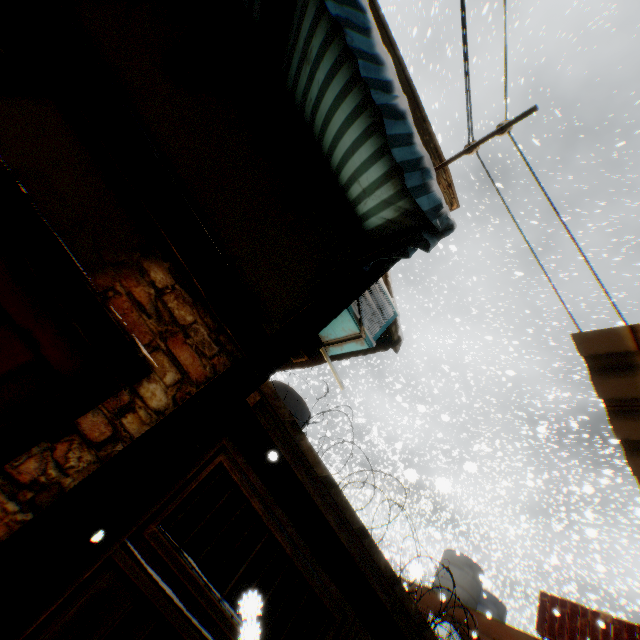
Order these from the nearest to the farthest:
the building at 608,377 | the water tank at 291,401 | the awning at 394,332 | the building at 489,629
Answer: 1. the building at 608,377
2. the awning at 394,332
3. the water tank at 291,401
4. the building at 489,629

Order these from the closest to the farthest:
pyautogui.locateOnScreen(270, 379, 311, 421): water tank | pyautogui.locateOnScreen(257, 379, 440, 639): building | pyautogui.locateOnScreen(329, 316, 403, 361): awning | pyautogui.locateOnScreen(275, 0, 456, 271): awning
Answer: pyautogui.locateOnScreen(275, 0, 456, 271): awning, pyautogui.locateOnScreen(257, 379, 440, 639): building, pyautogui.locateOnScreen(329, 316, 403, 361): awning, pyautogui.locateOnScreen(270, 379, 311, 421): water tank

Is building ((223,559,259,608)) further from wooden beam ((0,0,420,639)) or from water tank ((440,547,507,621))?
water tank ((440,547,507,621))

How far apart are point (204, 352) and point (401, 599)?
4.50m

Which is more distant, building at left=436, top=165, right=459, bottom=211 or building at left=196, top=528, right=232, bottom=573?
building at left=196, top=528, right=232, bottom=573

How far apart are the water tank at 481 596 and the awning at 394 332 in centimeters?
1178cm

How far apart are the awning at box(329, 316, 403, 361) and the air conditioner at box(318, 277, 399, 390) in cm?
48
